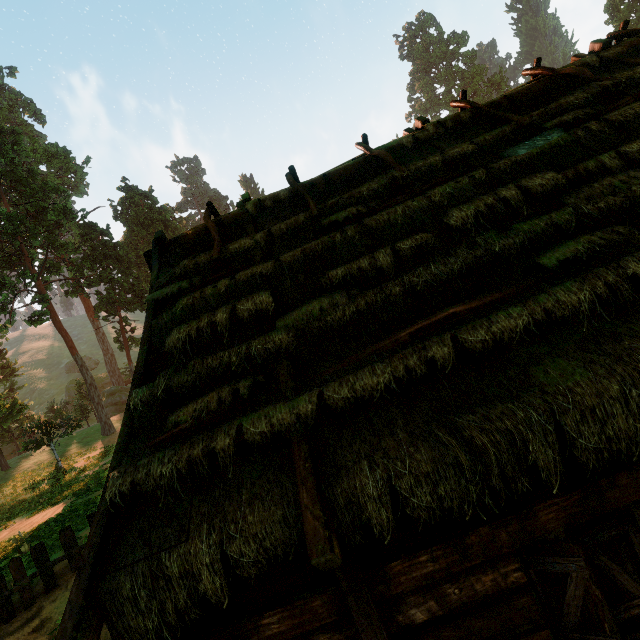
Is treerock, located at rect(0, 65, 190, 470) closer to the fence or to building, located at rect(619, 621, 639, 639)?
building, located at rect(619, 621, 639, 639)

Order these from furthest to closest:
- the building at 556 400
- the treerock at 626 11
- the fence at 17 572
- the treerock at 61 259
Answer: the treerock at 626 11 → the treerock at 61 259 → the fence at 17 572 → the building at 556 400

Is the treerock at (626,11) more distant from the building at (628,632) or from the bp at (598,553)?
the bp at (598,553)

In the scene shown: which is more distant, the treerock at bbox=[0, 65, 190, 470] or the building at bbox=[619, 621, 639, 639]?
the treerock at bbox=[0, 65, 190, 470]

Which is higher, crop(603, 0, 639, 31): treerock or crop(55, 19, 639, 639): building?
crop(603, 0, 639, 31): treerock

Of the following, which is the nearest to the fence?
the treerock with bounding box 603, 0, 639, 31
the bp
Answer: the treerock with bounding box 603, 0, 639, 31

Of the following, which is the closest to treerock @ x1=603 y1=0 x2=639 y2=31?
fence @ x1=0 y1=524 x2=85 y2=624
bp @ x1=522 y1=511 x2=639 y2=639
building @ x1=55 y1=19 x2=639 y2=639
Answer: building @ x1=55 y1=19 x2=639 y2=639

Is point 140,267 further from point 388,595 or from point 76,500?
point 388,595
